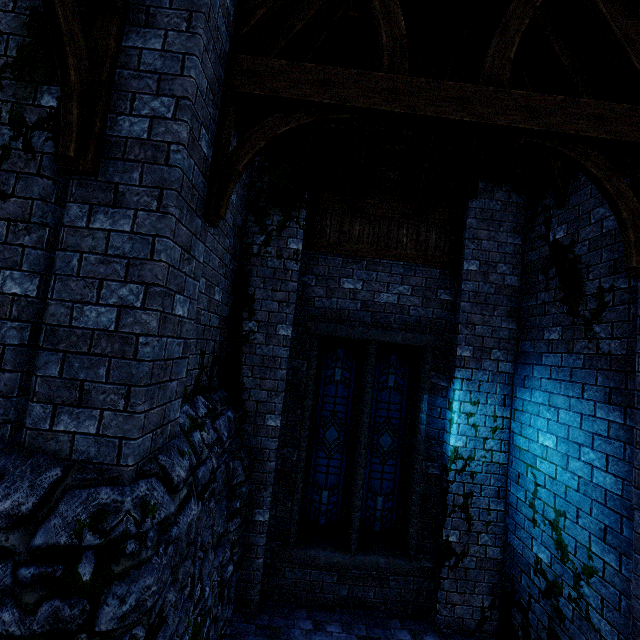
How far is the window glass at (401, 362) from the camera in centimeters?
577cm

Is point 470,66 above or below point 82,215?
above

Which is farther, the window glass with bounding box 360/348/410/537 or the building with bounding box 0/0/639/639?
the window glass with bounding box 360/348/410/537

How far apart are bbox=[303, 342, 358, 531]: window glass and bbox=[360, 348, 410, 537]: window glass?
0.2m

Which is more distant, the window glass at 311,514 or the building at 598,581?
the window glass at 311,514

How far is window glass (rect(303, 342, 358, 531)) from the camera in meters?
5.8 m

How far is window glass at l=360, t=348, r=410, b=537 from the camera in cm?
577

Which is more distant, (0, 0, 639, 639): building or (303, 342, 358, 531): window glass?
(303, 342, 358, 531): window glass
